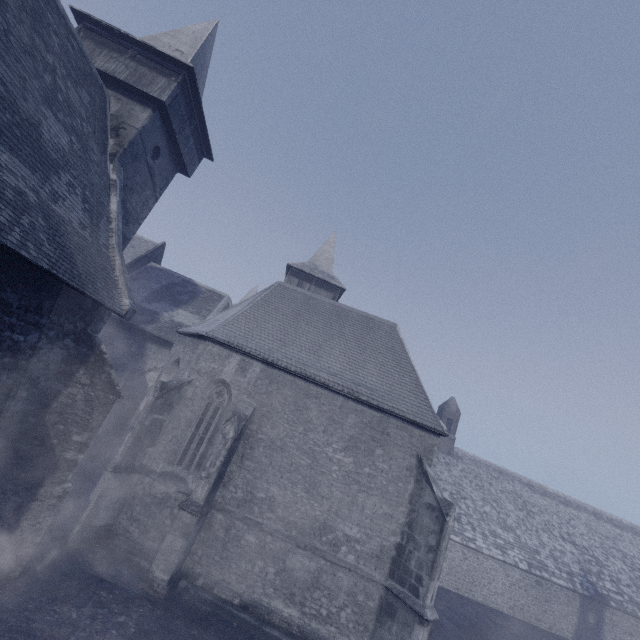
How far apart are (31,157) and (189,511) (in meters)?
10.08
